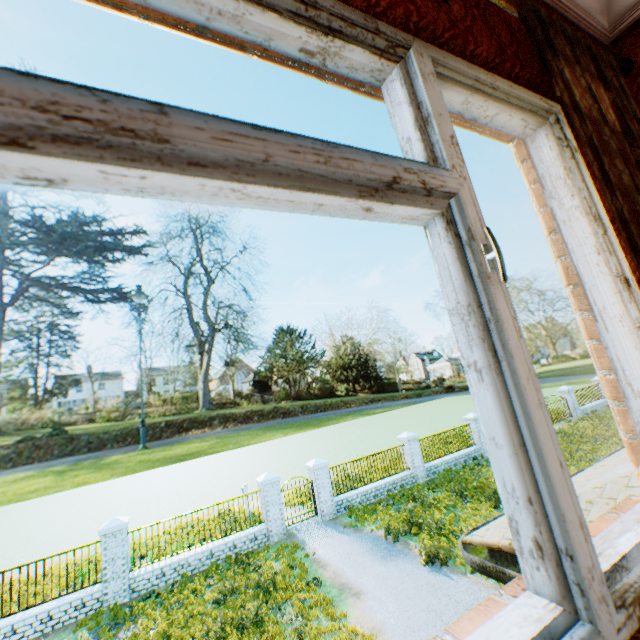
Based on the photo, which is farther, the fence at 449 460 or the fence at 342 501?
the fence at 449 460

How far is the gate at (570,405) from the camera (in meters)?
24.59

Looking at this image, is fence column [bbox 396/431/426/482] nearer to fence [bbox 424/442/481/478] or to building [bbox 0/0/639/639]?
fence [bbox 424/442/481/478]

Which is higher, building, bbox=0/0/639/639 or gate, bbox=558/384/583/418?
building, bbox=0/0/639/639

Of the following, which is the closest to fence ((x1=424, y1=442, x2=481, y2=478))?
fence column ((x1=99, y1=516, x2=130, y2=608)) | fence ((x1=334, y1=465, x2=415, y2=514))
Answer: fence ((x1=334, y1=465, x2=415, y2=514))

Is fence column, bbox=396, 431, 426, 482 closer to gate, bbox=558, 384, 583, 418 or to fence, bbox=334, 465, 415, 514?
fence, bbox=334, 465, 415, 514

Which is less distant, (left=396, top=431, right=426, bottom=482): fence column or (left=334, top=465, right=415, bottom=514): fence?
(left=334, top=465, right=415, bottom=514): fence

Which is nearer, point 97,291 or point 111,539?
point 111,539
